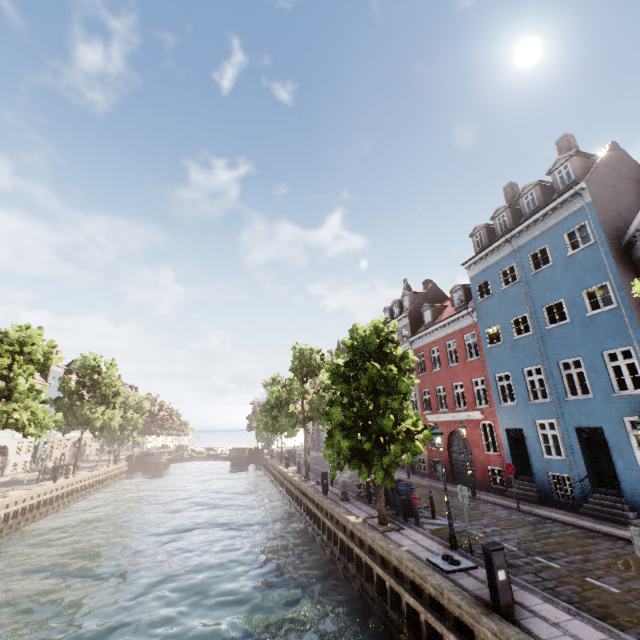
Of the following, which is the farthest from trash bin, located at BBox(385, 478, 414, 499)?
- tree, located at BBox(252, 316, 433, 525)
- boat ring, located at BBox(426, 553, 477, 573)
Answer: boat ring, located at BBox(426, 553, 477, 573)

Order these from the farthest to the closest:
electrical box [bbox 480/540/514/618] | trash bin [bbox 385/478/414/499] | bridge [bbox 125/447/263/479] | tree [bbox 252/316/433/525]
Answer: bridge [bbox 125/447/263/479]
trash bin [bbox 385/478/414/499]
tree [bbox 252/316/433/525]
electrical box [bbox 480/540/514/618]

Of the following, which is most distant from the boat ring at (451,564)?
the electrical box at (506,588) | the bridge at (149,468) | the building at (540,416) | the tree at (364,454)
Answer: the bridge at (149,468)

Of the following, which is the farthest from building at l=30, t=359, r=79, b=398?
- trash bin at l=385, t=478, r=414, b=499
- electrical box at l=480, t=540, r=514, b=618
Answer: electrical box at l=480, t=540, r=514, b=618

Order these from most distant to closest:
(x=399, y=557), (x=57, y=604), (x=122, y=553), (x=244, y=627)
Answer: (x=122, y=553), (x=57, y=604), (x=244, y=627), (x=399, y=557)

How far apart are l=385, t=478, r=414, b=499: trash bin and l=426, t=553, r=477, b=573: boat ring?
4.90m

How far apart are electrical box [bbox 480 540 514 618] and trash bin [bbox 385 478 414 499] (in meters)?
7.84

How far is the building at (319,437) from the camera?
56.5 meters
